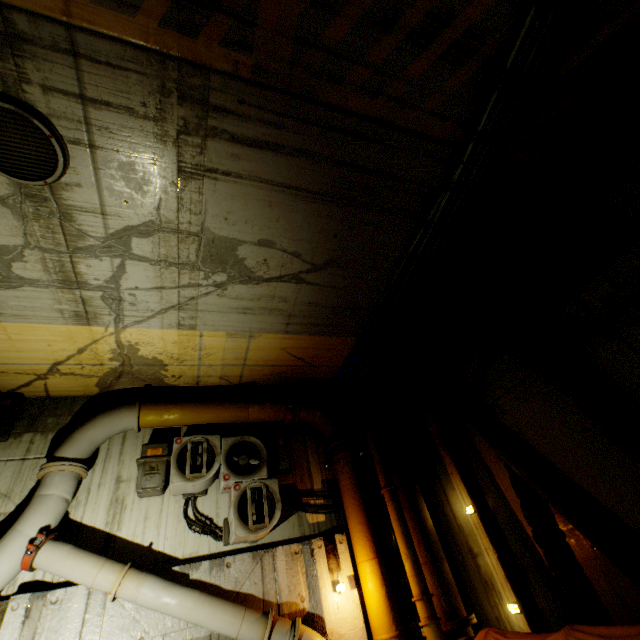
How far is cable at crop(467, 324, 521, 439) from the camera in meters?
5.2 m

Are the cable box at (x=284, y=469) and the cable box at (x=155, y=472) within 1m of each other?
no

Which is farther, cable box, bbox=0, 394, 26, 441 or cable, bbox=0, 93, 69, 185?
cable box, bbox=0, 394, 26, 441

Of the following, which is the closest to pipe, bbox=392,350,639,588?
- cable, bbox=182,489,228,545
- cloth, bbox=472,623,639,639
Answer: cloth, bbox=472,623,639,639

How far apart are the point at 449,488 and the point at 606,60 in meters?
6.9 m

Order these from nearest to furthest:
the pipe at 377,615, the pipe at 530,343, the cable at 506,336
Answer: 1. the pipe at 530,343
2. the pipe at 377,615
3. the cable at 506,336

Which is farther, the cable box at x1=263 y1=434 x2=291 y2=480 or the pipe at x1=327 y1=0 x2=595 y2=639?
the cable box at x1=263 y1=434 x2=291 y2=480

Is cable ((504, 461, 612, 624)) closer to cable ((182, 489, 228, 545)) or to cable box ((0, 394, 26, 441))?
cable ((182, 489, 228, 545))
